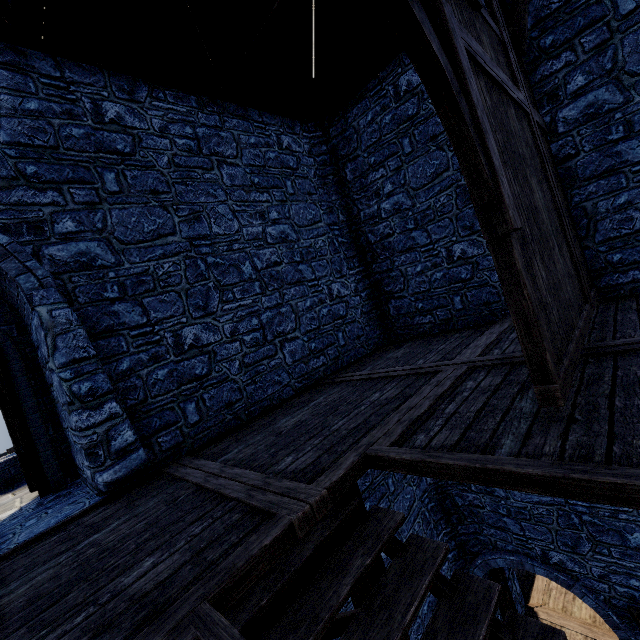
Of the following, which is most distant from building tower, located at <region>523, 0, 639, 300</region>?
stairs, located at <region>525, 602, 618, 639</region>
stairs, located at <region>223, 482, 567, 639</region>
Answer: stairs, located at <region>223, 482, 567, 639</region>

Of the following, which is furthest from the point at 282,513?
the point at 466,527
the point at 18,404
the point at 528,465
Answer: the point at 466,527

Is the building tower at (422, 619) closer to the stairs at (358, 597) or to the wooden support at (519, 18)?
the wooden support at (519, 18)

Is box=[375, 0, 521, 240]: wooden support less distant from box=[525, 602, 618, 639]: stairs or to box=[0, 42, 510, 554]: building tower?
box=[0, 42, 510, 554]: building tower

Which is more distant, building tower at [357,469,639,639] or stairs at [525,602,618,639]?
stairs at [525,602,618,639]

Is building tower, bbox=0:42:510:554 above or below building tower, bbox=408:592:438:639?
above

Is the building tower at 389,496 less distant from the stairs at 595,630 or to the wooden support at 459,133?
the stairs at 595,630

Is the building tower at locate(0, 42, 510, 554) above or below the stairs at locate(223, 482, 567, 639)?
above
